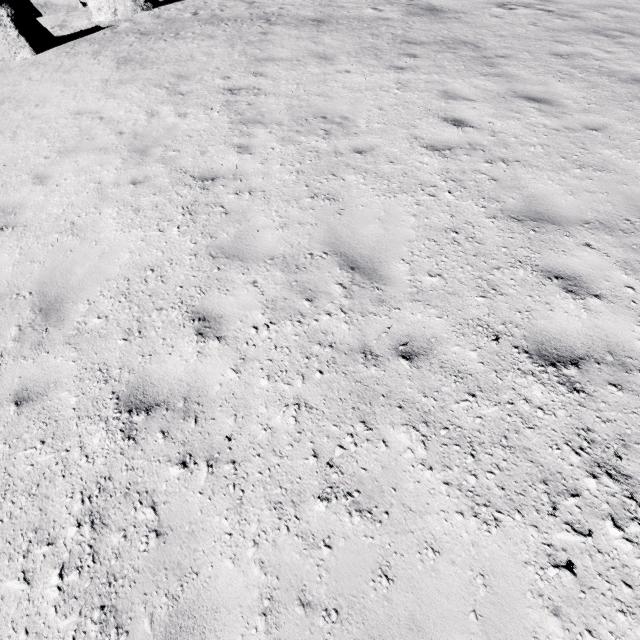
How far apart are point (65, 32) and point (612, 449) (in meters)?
24.49

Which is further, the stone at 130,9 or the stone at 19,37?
the stone at 130,9

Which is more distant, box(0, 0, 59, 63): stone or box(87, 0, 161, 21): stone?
box(87, 0, 161, 21): stone
